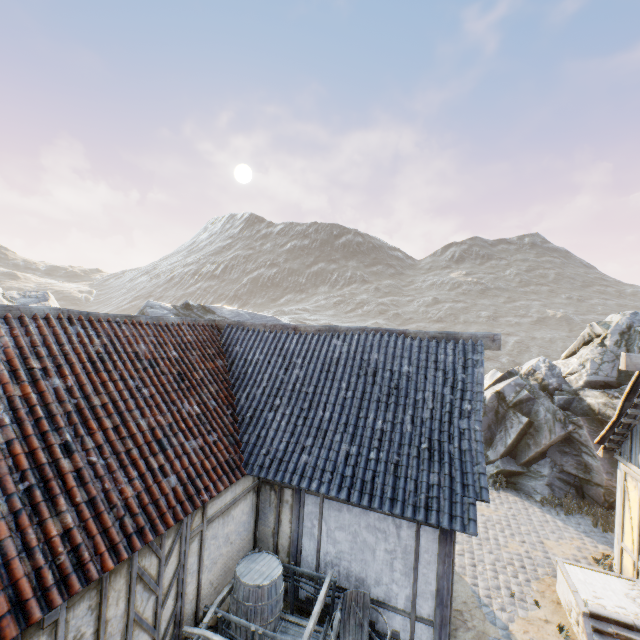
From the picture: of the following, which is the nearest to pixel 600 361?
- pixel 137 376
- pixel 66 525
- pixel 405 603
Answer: pixel 405 603

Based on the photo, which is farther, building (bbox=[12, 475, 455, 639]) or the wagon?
the wagon

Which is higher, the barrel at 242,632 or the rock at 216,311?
the rock at 216,311

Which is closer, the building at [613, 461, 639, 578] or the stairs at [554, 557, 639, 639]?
the stairs at [554, 557, 639, 639]

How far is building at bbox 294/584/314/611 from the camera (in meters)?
6.80

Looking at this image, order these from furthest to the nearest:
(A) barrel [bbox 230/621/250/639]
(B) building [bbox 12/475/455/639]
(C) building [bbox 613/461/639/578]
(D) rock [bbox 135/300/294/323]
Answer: (D) rock [bbox 135/300/294/323] < (C) building [bbox 613/461/639/578] < (A) barrel [bbox 230/621/250/639] < (B) building [bbox 12/475/455/639]

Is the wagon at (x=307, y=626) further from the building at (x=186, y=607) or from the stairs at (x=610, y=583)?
the stairs at (x=610, y=583)

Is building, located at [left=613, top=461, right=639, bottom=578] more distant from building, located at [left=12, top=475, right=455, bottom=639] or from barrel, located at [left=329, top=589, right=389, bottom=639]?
barrel, located at [left=329, top=589, right=389, bottom=639]
